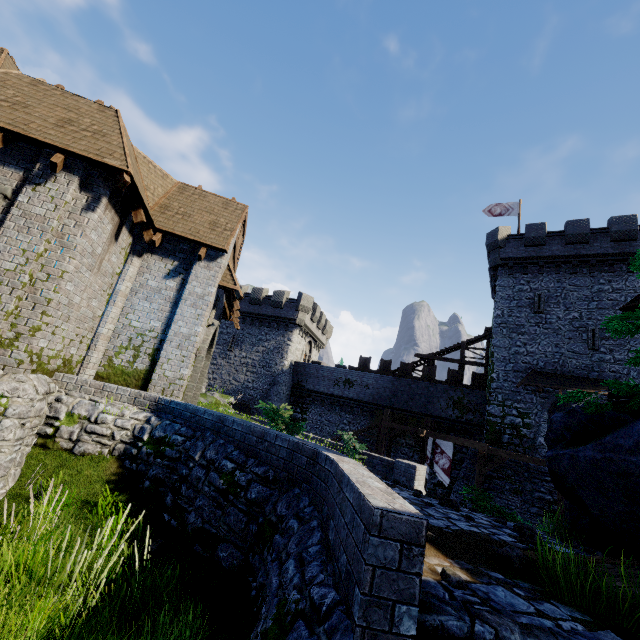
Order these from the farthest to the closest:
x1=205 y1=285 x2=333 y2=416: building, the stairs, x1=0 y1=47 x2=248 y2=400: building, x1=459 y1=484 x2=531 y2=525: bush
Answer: x1=205 y1=285 x2=333 y2=416: building, x1=459 y1=484 x2=531 y2=525: bush, x1=0 y1=47 x2=248 y2=400: building, the stairs

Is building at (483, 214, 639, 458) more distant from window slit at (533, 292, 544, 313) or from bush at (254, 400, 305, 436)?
bush at (254, 400, 305, 436)

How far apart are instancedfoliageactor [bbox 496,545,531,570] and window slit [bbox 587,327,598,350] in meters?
23.0

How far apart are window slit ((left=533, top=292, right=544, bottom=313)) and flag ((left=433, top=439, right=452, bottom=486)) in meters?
11.3

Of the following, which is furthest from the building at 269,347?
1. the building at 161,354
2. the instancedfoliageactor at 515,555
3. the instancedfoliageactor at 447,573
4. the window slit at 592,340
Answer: the instancedfoliageactor at 447,573

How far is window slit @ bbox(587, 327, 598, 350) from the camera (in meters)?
21.08

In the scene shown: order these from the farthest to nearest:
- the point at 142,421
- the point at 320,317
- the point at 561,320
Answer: the point at 320,317 → the point at 561,320 → the point at 142,421

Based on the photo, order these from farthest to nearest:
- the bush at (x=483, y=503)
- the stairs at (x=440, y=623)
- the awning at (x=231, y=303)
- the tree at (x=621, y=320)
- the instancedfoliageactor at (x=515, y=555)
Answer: the awning at (x=231, y=303), the bush at (x=483, y=503), the tree at (x=621, y=320), the instancedfoliageactor at (x=515, y=555), the stairs at (x=440, y=623)
